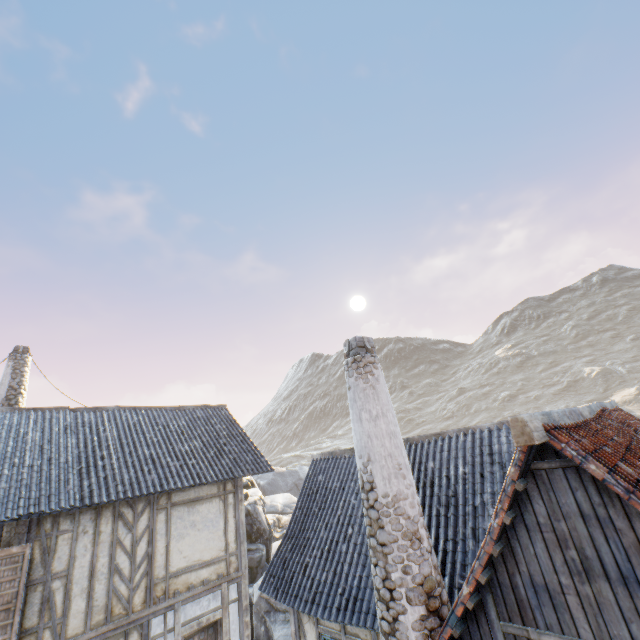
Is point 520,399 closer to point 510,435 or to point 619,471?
point 510,435

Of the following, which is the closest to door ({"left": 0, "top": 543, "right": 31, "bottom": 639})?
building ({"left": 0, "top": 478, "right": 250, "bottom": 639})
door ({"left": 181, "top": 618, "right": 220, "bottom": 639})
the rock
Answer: building ({"left": 0, "top": 478, "right": 250, "bottom": 639})

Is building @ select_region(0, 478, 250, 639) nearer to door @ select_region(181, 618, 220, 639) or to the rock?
door @ select_region(181, 618, 220, 639)

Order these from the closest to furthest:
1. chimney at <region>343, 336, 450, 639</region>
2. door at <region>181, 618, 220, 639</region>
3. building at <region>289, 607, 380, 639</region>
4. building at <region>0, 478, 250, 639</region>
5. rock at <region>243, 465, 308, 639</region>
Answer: chimney at <region>343, 336, 450, 639</region> → building at <region>289, 607, 380, 639</region> → building at <region>0, 478, 250, 639</region> → door at <region>181, 618, 220, 639</region> → rock at <region>243, 465, 308, 639</region>

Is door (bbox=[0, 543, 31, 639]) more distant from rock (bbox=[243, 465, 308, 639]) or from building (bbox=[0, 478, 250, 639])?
rock (bbox=[243, 465, 308, 639])

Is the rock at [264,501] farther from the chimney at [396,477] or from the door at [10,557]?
the chimney at [396,477]

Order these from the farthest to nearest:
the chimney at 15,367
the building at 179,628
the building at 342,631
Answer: the chimney at 15,367
the building at 179,628
the building at 342,631

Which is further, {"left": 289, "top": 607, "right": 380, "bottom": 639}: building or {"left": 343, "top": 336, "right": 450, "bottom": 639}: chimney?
{"left": 289, "top": 607, "right": 380, "bottom": 639}: building
